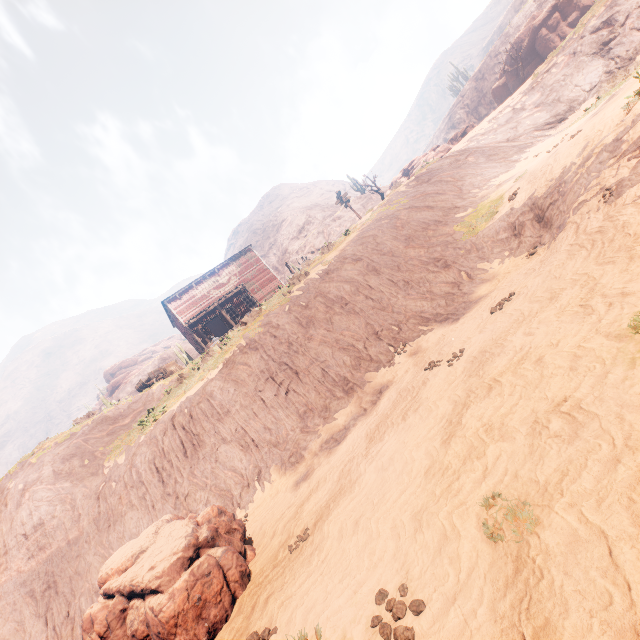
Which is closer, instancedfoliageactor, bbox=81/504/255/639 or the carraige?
instancedfoliageactor, bbox=81/504/255/639

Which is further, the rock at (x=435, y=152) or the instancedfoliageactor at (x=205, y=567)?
the rock at (x=435, y=152)

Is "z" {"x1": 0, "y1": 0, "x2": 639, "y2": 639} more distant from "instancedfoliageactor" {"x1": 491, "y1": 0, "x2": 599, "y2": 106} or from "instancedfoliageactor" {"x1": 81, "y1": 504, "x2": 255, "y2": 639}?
"instancedfoliageactor" {"x1": 491, "y1": 0, "x2": 599, "y2": 106}

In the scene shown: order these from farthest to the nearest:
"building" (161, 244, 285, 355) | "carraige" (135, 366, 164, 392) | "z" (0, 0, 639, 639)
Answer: "building" (161, 244, 285, 355), "carraige" (135, 366, 164, 392), "z" (0, 0, 639, 639)

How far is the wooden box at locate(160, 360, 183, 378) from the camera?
23.20m

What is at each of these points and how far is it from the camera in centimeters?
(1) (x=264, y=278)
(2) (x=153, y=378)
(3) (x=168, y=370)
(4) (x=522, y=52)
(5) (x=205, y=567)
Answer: (1) building, 3253cm
(2) carraige, 2358cm
(3) wooden box, 2352cm
(4) instancedfoliageactor, 3394cm
(5) instancedfoliageactor, 594cm

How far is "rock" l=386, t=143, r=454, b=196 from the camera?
23.4m

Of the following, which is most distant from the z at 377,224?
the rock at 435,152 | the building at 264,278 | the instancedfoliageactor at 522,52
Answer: the instancedfoliageactor at 522,52
